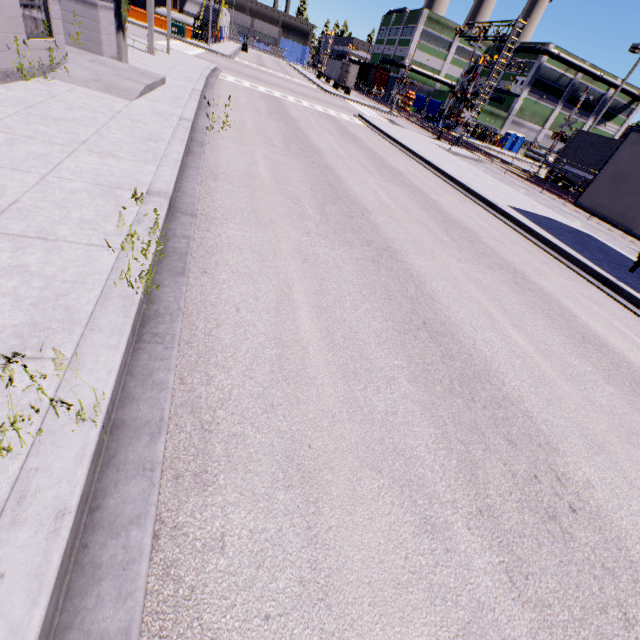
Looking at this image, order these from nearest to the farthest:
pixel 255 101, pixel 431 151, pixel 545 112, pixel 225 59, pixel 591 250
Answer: pixel 591 250
pixel 255 101
pixel 431 151
pixel 225 59
pixel 545 112

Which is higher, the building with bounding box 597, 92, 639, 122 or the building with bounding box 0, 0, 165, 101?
the building with bounding box 597, 92, 639, 122

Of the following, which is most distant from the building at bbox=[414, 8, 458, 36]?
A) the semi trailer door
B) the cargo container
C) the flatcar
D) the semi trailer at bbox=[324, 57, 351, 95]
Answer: the semi trailer door

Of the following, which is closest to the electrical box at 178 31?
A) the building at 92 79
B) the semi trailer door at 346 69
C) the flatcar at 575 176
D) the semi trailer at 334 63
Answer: the semi trailer at 334 63

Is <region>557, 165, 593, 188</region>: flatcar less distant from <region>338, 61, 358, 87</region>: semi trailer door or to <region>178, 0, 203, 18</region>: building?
<region>178, 0, 203, 18</region>: building

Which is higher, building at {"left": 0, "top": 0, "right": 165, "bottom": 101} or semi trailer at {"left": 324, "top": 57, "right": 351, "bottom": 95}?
semi trailer at {"left": 324, "top": 57, "right": 351, "bottom": 95}

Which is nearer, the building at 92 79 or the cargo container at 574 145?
the building at 92 79

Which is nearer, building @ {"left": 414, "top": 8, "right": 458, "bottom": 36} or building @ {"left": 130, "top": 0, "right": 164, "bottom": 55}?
building @ {"left": 130, "top": 0, "right": 164, "bottom": 55}
